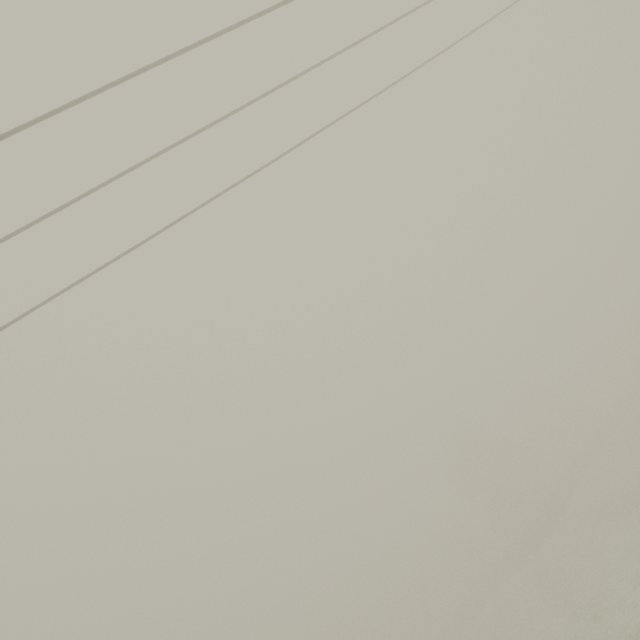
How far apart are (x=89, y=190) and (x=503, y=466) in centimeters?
6085cm
